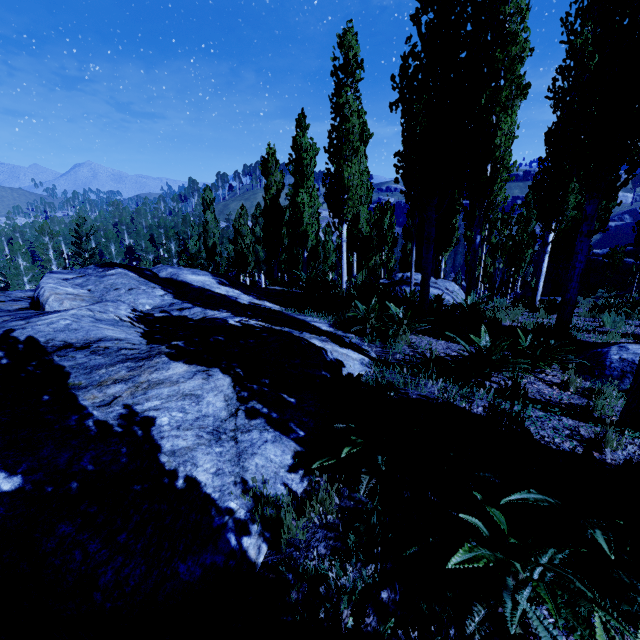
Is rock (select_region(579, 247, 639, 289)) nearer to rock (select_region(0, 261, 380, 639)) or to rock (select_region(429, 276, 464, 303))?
rock (select_region(429, 276, 464, 303))

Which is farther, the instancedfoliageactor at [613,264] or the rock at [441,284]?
the instancedfoliageactor at [613,264]

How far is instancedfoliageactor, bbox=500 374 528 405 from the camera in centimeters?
375cm

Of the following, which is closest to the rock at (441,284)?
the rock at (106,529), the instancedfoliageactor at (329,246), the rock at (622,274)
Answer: the instancedfoliageactor at (329,246)

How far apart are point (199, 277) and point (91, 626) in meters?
7.9

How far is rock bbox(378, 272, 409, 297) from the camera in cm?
1366

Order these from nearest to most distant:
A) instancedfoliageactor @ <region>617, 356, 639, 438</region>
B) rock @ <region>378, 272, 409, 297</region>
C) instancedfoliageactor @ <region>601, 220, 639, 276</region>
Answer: instancedfoliageactor @ <region>617, 356, 639, 438</region>
rock @ <region>378, 272, 409, 297</region>
instancedfoliageactor @ <region>601, 220, 639, 276</region>

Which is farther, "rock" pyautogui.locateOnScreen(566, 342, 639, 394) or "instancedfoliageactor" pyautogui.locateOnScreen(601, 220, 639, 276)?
"instancedfoliageactor" pyautogui.locateOnScreen(601, 220, 639, 276)
